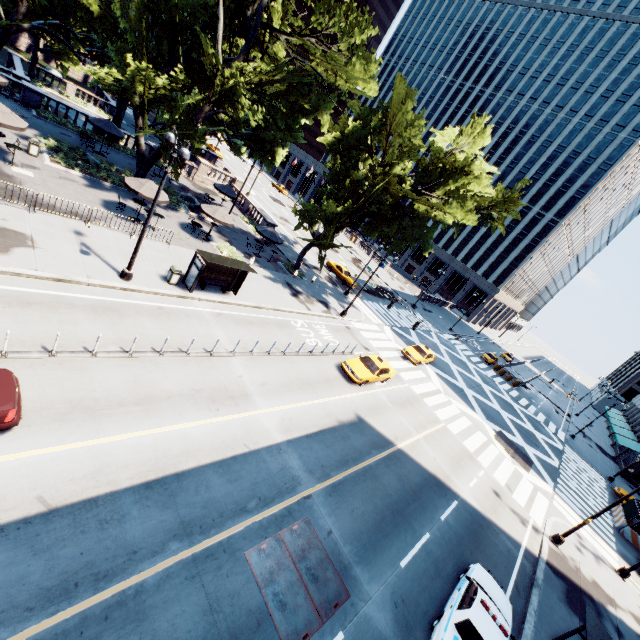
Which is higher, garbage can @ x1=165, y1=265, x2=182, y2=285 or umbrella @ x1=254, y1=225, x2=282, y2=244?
umbrella @ x1=254, y1=225, x2=282, y2=244

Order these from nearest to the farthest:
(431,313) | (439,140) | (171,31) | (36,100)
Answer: (171,31) < (36,100) < (439,140) < (431,313)

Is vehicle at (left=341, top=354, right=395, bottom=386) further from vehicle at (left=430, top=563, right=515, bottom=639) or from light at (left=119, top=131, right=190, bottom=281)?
light at (left=119, top=131, right=190, bottom=281)

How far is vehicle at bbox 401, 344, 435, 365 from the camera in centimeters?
2991cm

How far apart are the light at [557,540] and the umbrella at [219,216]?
29.5 meters

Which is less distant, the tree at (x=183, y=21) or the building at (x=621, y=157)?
the tree at (x=183, y=21)

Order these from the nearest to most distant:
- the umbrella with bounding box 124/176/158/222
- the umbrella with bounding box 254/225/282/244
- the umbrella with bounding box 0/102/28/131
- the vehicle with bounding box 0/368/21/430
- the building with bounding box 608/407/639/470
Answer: the vehicle with bounding box 0/368/21/430
the umbrella with bounding box 0/102/28/131
the umbrella with bounding box 124/176/158/222
the umbrella with bounding box 254/225/282/244
the building with bounding box 608/407/639/470

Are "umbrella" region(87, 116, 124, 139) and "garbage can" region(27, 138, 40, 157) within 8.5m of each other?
yes
